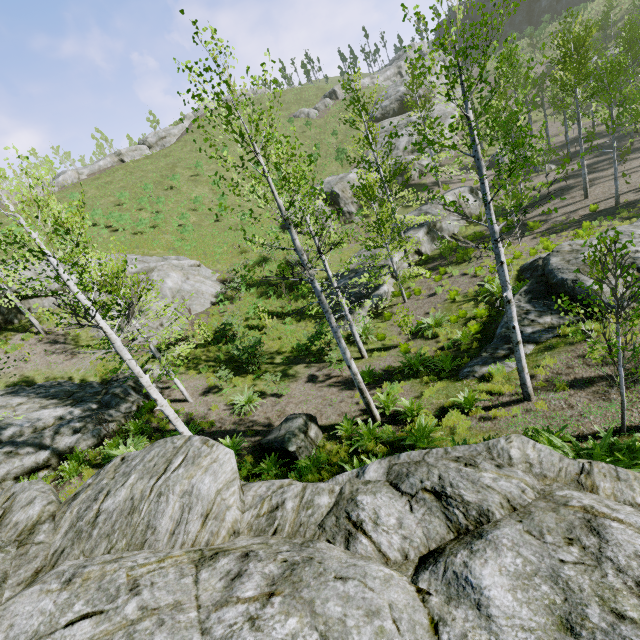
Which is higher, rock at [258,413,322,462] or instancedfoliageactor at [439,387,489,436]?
rock at [258,413,322,462]

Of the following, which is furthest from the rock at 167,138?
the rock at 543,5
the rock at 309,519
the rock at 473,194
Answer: the rock at 309,519

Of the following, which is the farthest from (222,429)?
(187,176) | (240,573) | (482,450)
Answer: (187,176)

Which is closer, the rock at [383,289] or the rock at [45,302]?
the rock at [383,289]

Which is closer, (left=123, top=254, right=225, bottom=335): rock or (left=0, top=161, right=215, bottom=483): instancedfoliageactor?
(left=0, top=161, right=215, bottom=483): instancedfoliageactor

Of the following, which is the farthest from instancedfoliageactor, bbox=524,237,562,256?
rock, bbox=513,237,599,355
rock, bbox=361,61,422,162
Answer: rock, bbox=361,61,422,162

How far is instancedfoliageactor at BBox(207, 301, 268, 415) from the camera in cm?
1209

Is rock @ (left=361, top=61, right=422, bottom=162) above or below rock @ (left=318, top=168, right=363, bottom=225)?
above
